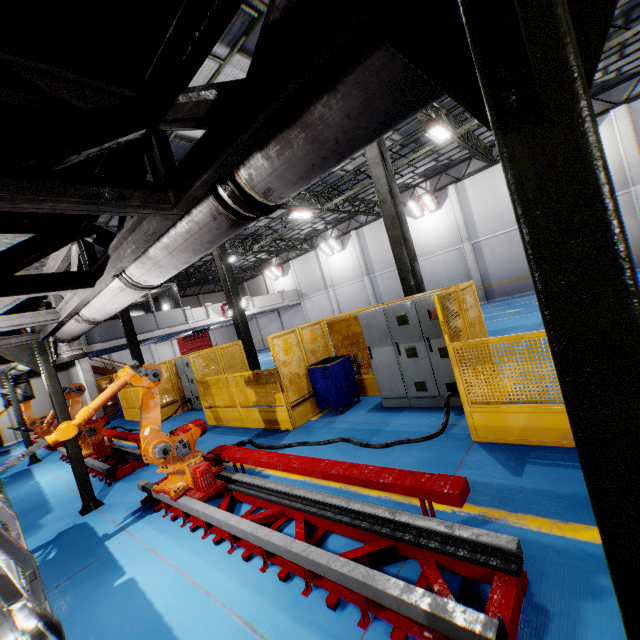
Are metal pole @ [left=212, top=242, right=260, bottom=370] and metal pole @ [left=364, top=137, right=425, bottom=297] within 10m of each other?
yes

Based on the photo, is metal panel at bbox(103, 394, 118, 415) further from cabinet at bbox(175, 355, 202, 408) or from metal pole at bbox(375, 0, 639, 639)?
metal pole at bbox(375, 0, 639, 639)

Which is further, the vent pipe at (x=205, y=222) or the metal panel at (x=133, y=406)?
the metal panel at (x=133, y=406)

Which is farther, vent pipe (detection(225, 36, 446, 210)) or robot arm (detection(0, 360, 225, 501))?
robot arm (detection(0, 360, 225, 501))

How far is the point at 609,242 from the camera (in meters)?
0.74

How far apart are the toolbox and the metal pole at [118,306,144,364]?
12.52m

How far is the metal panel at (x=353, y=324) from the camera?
4.1 meters

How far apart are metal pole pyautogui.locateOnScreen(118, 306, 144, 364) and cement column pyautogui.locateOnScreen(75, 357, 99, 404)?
2.8m
